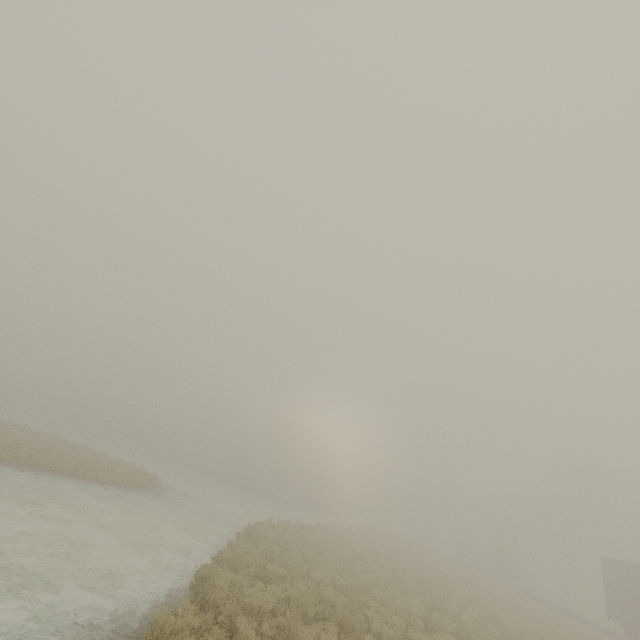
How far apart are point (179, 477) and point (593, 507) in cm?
5402
